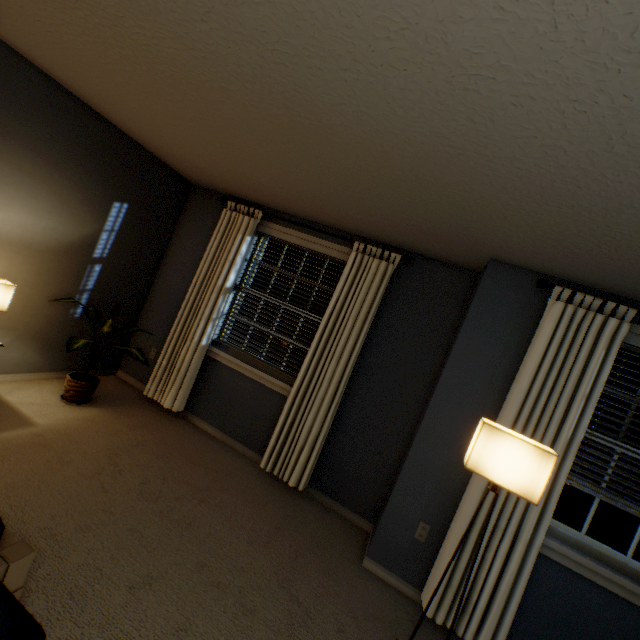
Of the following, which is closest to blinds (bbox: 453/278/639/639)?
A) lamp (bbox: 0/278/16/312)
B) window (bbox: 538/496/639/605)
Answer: window (bbox: 538/496/639/605)

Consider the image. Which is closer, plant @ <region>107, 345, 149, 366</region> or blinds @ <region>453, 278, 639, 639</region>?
blinds @ <region>453, 278, 639, 639</region>

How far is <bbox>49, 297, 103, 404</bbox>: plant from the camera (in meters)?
2.64

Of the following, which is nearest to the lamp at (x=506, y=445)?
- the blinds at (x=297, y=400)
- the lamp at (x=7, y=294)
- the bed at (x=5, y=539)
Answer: the blinds at (x=297, y=400)

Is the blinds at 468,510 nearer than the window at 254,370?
Yes

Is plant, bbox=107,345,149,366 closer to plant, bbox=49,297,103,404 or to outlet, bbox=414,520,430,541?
plant, bbox=49,297,103,404

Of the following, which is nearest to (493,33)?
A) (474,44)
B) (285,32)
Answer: (474,44)

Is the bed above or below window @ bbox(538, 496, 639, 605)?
below
